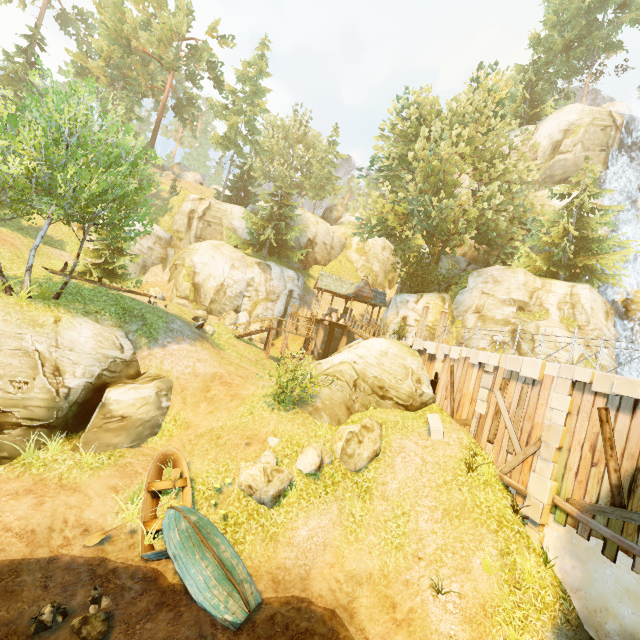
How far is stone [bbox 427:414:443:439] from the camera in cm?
1362

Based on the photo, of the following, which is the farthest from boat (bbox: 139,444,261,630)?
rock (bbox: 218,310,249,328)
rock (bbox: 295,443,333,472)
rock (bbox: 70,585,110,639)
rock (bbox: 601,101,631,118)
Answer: rock (bbox: 601,101,631,118)

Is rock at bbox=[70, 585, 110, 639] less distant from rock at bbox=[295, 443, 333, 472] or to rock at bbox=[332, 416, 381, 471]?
rock at bbox=[295, 443, 333, 472]

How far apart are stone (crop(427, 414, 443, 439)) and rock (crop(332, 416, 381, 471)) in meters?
2.1 m

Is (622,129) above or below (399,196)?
above

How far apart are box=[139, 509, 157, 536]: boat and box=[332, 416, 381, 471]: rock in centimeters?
466cm

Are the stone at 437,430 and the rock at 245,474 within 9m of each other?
yes

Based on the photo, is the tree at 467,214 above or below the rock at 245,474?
above
